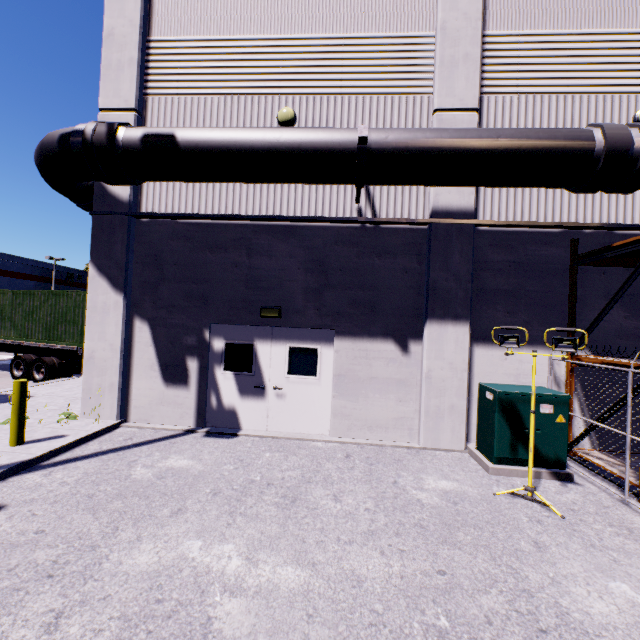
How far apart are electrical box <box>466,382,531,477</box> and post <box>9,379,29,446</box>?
8.7 meters

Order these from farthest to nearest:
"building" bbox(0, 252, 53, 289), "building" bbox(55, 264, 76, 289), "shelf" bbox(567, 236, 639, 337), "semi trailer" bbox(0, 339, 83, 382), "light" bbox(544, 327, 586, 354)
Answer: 1. "building" bbox(55, 264, 76, 289)
2. "building" bbox(0, 252, 53, 289)
3. "semi trailer" bbox(0, 339, 83, 382)
4. "shelf" bbox(567, 236, 639, 337)
5. "light" bbox(544, 327, 586, 354)

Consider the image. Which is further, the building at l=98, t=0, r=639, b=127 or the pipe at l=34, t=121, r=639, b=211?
the building at l=98, t=0, r=639, b=127

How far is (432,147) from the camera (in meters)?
5.83

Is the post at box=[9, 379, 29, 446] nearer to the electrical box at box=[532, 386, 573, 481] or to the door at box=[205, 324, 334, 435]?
the door at box=[205, 324, 334, 435]

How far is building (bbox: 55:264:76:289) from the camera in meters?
56.1 m

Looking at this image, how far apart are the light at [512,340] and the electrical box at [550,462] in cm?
42

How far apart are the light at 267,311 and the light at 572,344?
4.35m
